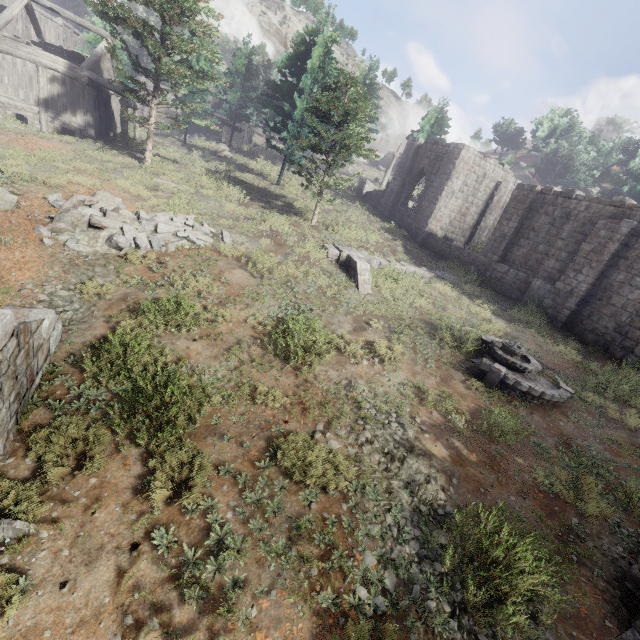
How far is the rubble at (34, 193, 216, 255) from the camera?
9.76m

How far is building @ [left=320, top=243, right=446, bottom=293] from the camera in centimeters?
1420cm

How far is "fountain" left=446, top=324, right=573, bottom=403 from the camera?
9.60m

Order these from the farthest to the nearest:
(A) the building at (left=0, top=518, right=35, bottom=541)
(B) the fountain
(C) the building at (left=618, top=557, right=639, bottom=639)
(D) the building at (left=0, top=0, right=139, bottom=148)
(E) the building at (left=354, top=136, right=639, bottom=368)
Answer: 1. (D) the building at (left=0, top=0, right=139, bottom=148)
2. (E) the building at (left=354, top=136, right=639, bottom=368)
3. (B) the fountain
4. (C) the building at (left=618, top=557, right=639, bottom=639)
5. (A) the building at (left=0, top=518, right=35, bottom=541)

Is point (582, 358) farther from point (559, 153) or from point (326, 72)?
point (559, 153)

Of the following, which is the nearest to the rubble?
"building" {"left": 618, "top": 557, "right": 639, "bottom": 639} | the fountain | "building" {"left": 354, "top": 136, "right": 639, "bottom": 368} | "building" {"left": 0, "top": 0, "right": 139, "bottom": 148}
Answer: "building" {"left": 0, "top": 0, "right": 139, "bottom": 148}

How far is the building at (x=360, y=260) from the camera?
14.20m

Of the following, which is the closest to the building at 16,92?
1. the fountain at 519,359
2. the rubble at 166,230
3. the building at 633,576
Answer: the rubble at 166,230
